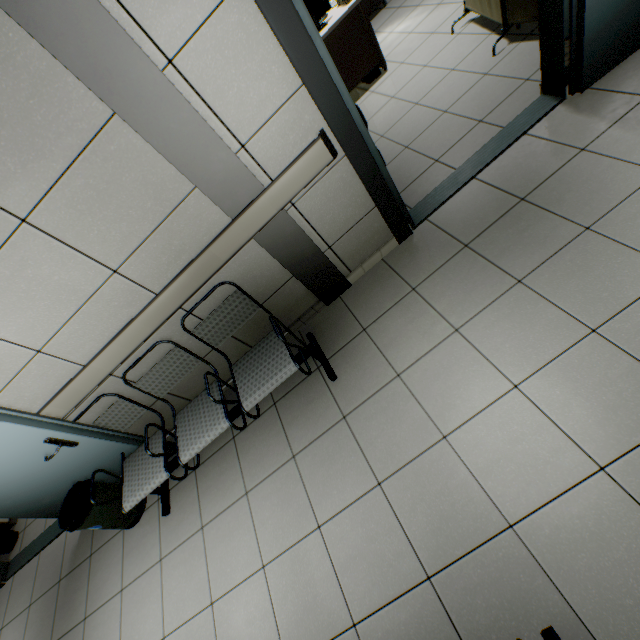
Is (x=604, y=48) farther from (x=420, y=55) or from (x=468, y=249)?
(x=420, y=55)

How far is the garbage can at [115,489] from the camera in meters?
2.8 m

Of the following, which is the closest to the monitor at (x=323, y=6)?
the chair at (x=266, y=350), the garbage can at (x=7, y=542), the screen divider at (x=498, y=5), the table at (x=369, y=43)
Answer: the table at (x=369, y=43)

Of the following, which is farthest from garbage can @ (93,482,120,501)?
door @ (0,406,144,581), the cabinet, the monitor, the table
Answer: the cabinet

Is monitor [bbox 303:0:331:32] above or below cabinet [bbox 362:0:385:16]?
above

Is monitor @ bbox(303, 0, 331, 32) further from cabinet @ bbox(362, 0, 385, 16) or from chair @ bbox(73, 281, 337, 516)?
chair @ bbox(73, 281, 337, 516)

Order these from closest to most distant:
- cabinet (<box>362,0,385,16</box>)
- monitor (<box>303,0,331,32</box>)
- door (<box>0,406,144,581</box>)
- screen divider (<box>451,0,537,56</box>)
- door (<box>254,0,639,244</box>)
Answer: door (<box>254,0,639,244</box>) → door (<box>0,406,144,581</box>) → screen divider (<box>451,0,537,56</box>) → monitor (<box>303,0,331,32</box>) → cabinet (<box>362,0,385,16</box>)

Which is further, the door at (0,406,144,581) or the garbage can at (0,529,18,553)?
the garbage can at (0,529,18,553)
